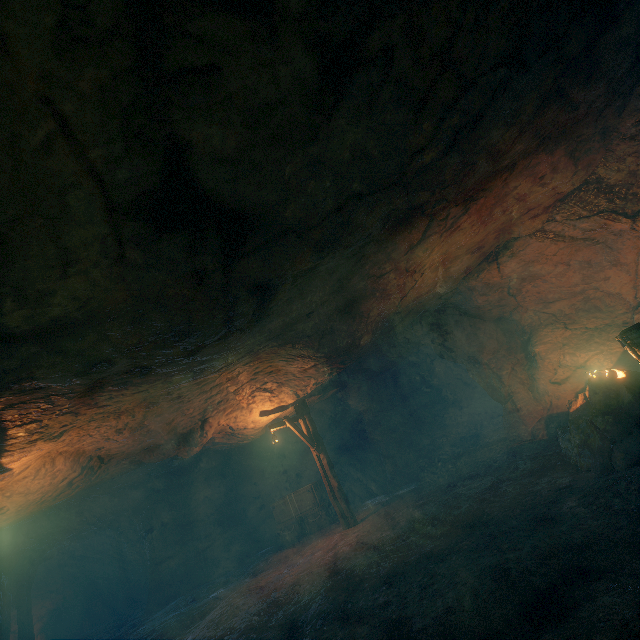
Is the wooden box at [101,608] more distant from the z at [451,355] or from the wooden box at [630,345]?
the wooden box at [630,345]

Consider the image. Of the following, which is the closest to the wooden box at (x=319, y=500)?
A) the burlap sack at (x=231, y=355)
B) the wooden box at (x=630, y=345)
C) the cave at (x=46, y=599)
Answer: the burlap sack at (x=231, y=355)

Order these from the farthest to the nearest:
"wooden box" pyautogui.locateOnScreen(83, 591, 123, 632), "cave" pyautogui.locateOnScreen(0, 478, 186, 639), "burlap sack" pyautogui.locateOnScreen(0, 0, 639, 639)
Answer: "wooden box" pyautogui.locateOnScreen(83, 591, 123, 632) → "cave" pyautogui.locateOnScreen(0, 478, 186, 639) → "burlap sack" pyautogui.locateOnScreen(0, 0, 639, 639)

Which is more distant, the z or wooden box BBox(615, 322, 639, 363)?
the z

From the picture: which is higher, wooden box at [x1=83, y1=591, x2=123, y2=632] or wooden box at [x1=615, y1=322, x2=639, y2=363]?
wooden box at [x1=615, y1=322, x2=639, y2=363]

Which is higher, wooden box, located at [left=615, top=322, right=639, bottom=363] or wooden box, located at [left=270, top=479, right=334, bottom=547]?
wooden box, located at [left=615, top=322, right=639, bottom=363]

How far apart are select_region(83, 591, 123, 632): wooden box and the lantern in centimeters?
1667cm

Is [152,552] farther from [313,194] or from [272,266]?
[313,194]
